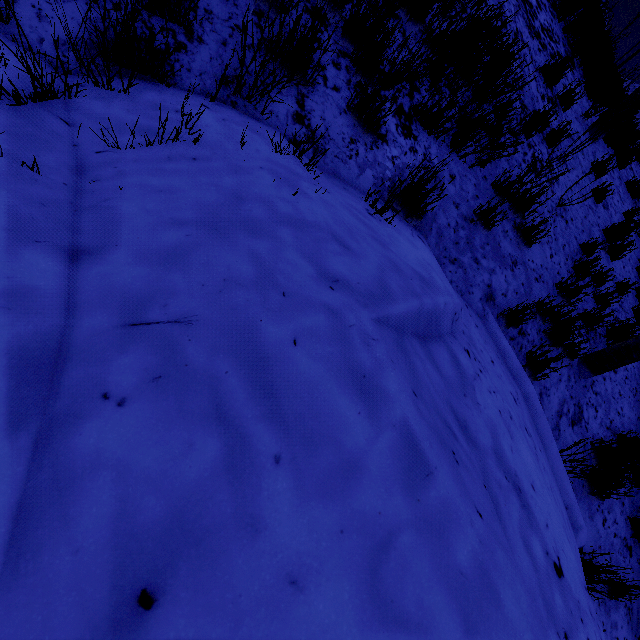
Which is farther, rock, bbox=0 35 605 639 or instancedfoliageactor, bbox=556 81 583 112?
instancedfoliageactor, bbox=556 81 583 112

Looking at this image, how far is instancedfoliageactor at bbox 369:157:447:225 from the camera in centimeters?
220cm

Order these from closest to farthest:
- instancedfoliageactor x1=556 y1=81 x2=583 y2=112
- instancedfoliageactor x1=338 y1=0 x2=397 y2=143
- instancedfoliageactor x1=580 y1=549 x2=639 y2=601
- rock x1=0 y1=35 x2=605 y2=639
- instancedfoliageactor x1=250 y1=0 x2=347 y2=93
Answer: rock x1=0 y1=35 x2=605 y2=639 < instancedfoliageactor x1=250 y1=0 x2=347 y2=93 < instancedfoliageactor x1=338 y1=0 x2=397 y2=143 < instancedfoliageactor x1=580 y1=549 x2=639 y2=601 < instancedfoliageactor x1=556 y1=81 x2=583 y2=112

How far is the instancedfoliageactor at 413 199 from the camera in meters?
2.2

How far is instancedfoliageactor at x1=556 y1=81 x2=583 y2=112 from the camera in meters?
5.3 m

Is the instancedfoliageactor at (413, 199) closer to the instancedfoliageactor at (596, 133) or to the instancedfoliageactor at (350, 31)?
the instancedfoliageactor at (350, 31)

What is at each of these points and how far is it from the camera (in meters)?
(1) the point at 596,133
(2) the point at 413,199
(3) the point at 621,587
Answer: (1) instancedfoliageactor, 6.21
(2) instancedfoliageactor, 2.49
(3) instancedfoliageactor, 3.37

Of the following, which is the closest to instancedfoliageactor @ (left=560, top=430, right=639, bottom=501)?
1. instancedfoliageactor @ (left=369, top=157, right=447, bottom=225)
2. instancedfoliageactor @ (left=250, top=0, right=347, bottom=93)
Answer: instancedfoliageactor @ (left=369, top=157, right=447, bottom=225)
